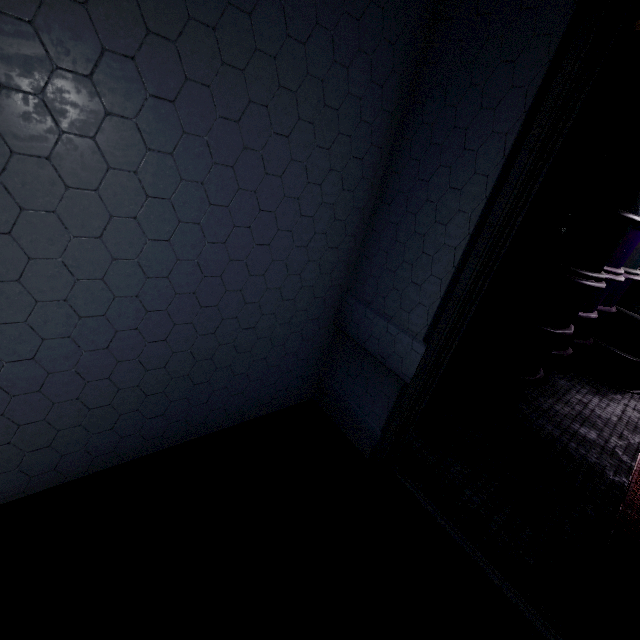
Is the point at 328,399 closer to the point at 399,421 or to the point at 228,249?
the point at 399,421

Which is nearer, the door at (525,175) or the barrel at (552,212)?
the door at (525,175)

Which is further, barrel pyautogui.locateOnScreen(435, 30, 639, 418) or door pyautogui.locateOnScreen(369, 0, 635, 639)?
barrel pyautogui.locateOnScreen(435, 30, 639, 418)
